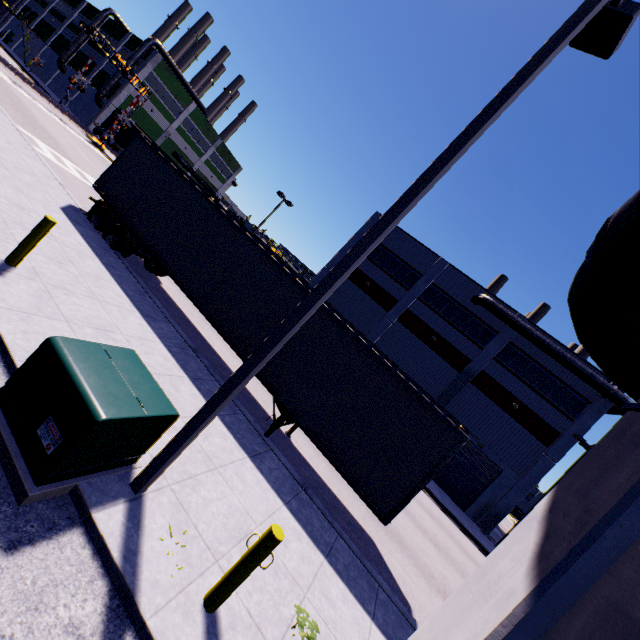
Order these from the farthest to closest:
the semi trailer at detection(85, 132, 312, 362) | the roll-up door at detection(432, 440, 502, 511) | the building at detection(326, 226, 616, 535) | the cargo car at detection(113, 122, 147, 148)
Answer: the cargo car at detection(113, 122, 147, 148) < the roll-up door at detection(432, 440, 502, 511) < the building at detection(326, 226, 616, 535) < the semi trailer at detection(85, 132, 312, 362)

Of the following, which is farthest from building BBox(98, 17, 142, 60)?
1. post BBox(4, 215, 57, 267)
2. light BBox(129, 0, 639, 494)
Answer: post BBox(4, 215, 57, 267)

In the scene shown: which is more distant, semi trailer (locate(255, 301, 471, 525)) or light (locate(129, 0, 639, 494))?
semi trailer (locate(255, 301, 471, 525))

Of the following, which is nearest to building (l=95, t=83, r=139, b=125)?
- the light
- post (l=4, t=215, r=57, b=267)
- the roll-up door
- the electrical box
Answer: the roll-up door

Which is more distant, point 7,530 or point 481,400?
point 481,400

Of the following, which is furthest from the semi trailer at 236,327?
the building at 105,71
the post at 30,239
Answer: the post at 30,239

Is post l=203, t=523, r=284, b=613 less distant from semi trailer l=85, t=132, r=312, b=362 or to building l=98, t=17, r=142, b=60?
building l=98, t=17, r=142, b=60

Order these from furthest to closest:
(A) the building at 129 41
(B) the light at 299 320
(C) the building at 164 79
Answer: (A) the building at 129 41 < (C) the building at 164 79 < (B) the light at 299 320
